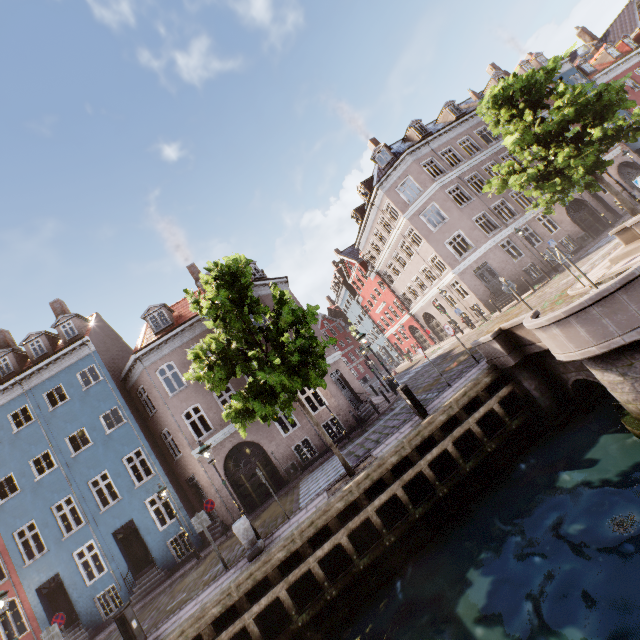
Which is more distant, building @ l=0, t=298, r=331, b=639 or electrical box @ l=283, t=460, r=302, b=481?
electrical box @ l=283, t=460, r=302, b=481

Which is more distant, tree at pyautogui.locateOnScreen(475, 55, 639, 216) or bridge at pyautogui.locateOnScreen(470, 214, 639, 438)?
tree at pyautogui.locateOnScreen(475, 55, 639, 216)

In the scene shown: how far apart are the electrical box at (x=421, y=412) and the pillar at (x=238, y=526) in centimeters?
620cm

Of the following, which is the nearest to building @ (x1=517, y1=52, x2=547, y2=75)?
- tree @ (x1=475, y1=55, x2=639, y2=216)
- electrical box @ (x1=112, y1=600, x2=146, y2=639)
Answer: tree @ (x1=475, y1=55, x2=639, y2=216)

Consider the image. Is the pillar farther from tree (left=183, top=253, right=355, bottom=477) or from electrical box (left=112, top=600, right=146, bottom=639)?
electrical box (left=112, top=600, right=146, bottom=639)

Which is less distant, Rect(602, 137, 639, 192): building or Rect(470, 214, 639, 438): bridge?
Rect(470, 214, 639, 438): bridge

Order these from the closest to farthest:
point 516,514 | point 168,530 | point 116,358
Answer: point 516,514, point 168,530, point 116,358

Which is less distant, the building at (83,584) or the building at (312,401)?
the building at (83,584)
